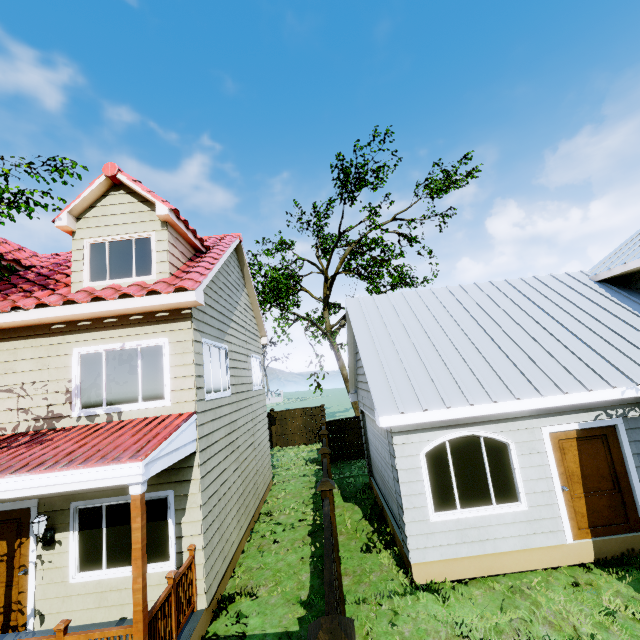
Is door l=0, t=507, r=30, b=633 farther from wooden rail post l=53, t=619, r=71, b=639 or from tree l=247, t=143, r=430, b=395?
tree l=247, t=143, r=430, b=395

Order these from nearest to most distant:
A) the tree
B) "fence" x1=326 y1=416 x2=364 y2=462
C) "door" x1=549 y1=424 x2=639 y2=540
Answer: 1. "door" x1=549 y1=424 x2=639 y2=540
2. "fence" x1=326 y1=416 x2=364 y2=462
3. the tree

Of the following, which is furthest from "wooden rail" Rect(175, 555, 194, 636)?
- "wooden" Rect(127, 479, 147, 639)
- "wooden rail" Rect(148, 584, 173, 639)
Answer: "wooden" Rect(127, 479, 147, 639)

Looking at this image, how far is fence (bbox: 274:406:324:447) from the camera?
21.3m

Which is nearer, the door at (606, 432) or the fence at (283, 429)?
the door at (606, 432)

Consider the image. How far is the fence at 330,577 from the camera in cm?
294

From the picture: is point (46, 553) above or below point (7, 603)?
above
